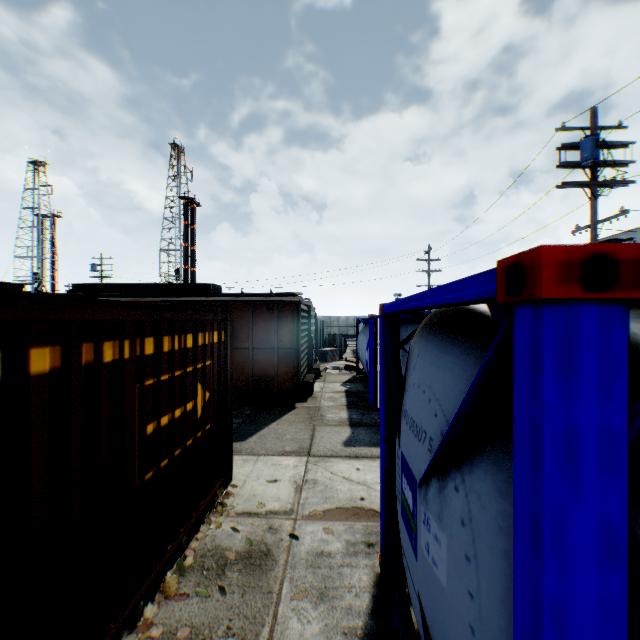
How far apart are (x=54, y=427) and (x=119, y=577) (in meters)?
1.68

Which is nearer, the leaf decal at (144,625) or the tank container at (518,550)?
the tank container at (518,550)

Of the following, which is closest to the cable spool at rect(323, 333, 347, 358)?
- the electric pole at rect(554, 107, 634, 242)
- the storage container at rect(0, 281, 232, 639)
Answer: the electric pole at rect(554, 107, 634, 242)

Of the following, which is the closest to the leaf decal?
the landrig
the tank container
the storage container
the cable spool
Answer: the storage container

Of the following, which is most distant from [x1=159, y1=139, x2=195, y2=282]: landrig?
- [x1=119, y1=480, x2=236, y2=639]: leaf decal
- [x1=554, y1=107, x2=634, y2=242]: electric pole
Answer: [x1=119, y1=480, x2=236, y2=639]: leaf decal

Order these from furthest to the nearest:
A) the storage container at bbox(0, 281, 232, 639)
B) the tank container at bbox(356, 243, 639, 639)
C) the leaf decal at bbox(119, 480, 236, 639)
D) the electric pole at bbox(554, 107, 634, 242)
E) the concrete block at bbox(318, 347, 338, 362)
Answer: the concrete block at bbox(318, 347, 338, 362)
the electric pole at bbox(554, 107, 634, 242)
the leaf decal at bbox(119, 480, 236, 639)
the storage container at bbox(0, 281, 232, 639)
the tank container at bbox(356, 243, 639, 639)

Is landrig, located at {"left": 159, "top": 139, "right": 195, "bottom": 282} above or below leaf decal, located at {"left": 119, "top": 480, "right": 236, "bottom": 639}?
above

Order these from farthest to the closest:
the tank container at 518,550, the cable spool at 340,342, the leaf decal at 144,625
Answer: the cable spool at 340,342, the leaf decal at 144,625, the tank container at 518,550
